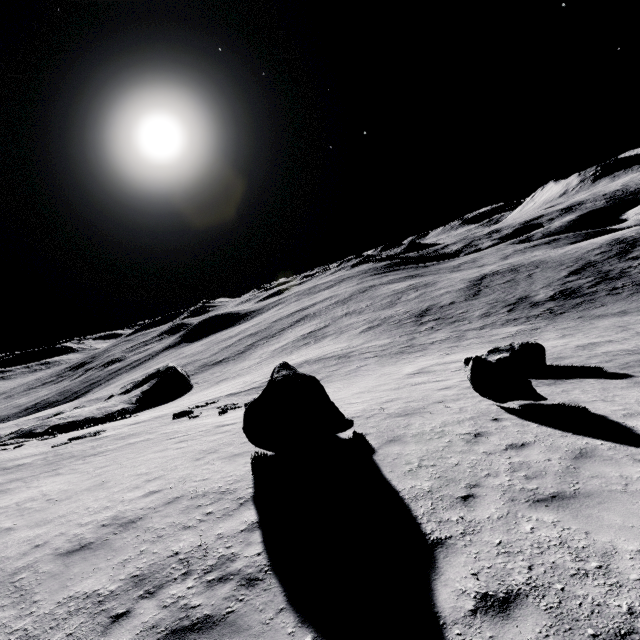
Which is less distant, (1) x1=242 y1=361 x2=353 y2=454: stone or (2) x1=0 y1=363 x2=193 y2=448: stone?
(1) x1=242 y1=361 x2=353 y2=454: stone

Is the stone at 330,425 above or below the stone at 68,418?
above

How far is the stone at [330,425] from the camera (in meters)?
8.71

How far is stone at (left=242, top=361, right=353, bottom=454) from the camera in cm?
871

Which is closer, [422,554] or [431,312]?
[422,554]

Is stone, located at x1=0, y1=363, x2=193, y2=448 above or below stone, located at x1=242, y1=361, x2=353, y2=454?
below
